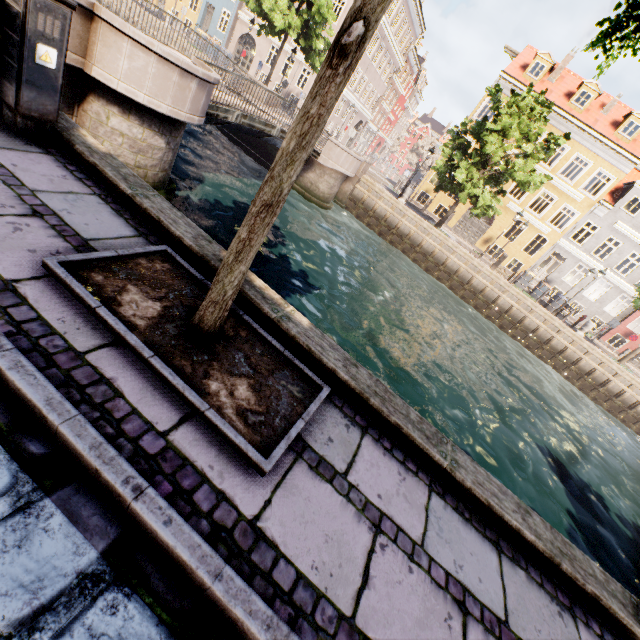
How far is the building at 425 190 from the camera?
28.6m

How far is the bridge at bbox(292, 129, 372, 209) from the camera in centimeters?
1681cm

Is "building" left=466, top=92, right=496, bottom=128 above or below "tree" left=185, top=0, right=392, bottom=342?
above

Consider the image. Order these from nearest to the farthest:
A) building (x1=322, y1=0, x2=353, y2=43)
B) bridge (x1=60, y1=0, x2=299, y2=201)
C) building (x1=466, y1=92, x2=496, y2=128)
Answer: bridge (x1=60, y1=0, x2=299, y2=201)
building (x1=466, y1=92, x2=496, y2=128)
building (x1=322, y1=0, x2=353, y2=43)

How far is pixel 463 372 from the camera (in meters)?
11.51

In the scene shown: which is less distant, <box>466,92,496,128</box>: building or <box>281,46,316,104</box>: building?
<box>466,92,496,128</box>: building

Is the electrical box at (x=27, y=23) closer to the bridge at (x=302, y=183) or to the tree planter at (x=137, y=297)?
the tree planter at (x=137, y=297)
